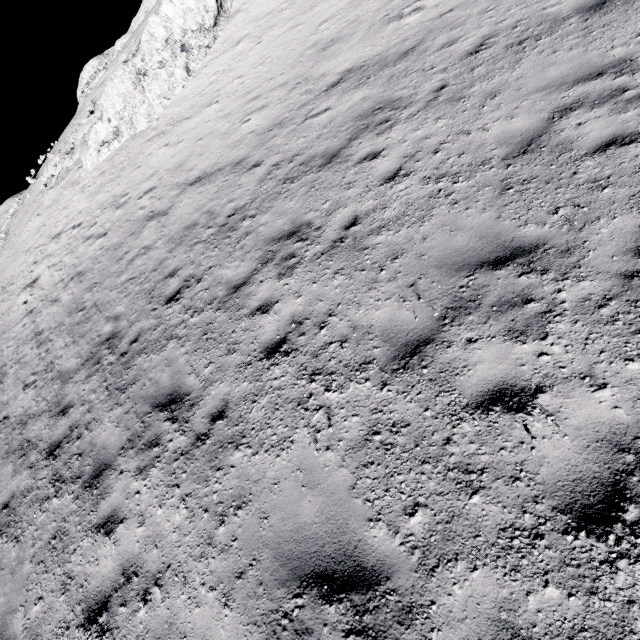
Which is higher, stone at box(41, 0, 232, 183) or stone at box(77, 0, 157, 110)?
stone at box(77, 0, 157, 110)

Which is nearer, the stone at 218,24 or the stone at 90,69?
the stone at 218,24

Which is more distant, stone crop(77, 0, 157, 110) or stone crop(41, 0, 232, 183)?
stone crop(77, 0, 157, 110)

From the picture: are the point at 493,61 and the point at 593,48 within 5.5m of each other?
yes

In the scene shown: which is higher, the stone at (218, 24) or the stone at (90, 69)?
the stone at (90, 69)
